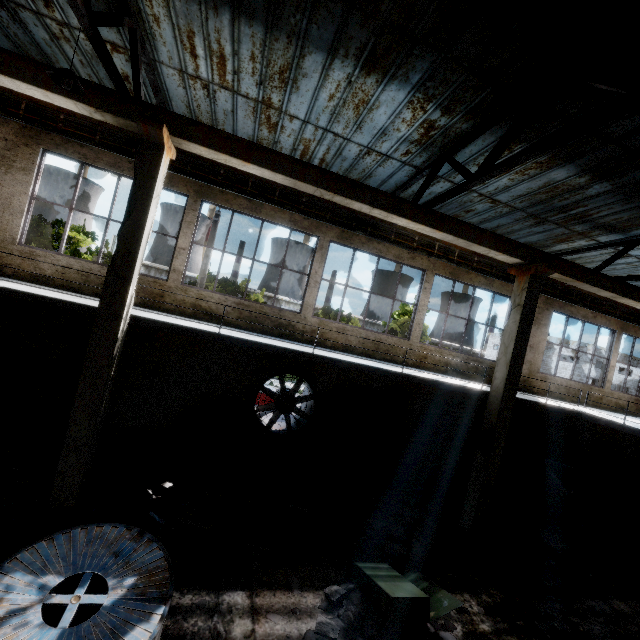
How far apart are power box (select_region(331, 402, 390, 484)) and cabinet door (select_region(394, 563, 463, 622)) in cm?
370

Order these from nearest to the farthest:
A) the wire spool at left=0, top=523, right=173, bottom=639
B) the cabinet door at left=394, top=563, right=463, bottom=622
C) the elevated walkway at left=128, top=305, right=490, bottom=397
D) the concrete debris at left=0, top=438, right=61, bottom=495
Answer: the wire spool at left=0, top=523, right=173, bottom=639
the cabinet door at left=394, top=563, right=463, bottom=622
the concrete debris at left=0, top=438, right=61, bottom=495
the elevated walkway at left=128, top=305, right=490, bottom=397

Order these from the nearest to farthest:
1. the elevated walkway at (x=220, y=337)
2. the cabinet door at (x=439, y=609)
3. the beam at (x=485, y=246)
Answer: the cabinet door at (x=439, y=609)
the beam at (x=485, y=246)
the elevated walkway at (x=220, y=337)

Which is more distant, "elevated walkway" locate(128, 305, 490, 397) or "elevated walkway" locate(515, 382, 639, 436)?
"elevated walkway" locate(515, 382, 639, 436)

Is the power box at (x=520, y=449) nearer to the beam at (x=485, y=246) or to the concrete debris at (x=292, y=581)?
the beam at (x=485, y=246)

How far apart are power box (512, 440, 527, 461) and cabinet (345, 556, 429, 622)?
8.9 meters

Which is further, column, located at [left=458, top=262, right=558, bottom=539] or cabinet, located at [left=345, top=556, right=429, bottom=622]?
column, located at [left=458, top=262, right=558, bottom=539]

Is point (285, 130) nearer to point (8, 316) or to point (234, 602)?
point (8, 316)
